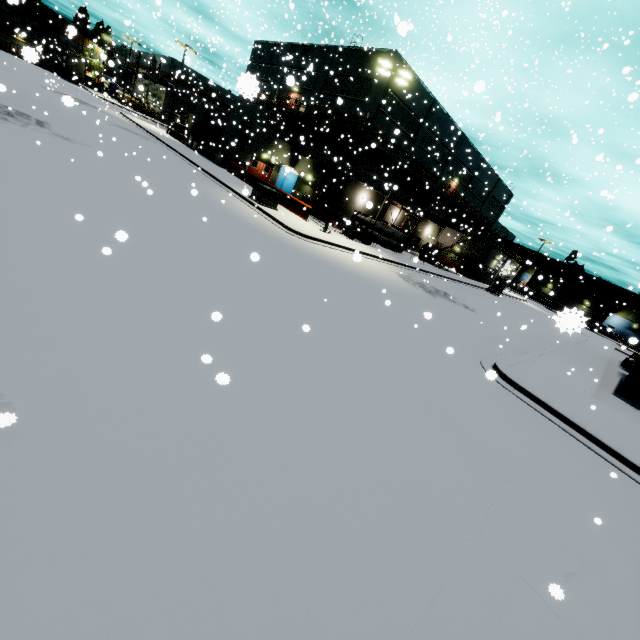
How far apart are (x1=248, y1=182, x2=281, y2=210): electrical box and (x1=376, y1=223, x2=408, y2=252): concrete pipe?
13.7m

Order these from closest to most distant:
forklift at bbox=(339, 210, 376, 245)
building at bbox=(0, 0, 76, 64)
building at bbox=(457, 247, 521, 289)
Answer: building at bbox=(0, 0, 76, 64)
forklift at bbox=(339, 210, 376, 245)
building at bbox=(457, 247, 521, 289)

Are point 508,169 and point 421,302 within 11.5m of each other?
no

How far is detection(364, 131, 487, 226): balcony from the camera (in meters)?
28.02

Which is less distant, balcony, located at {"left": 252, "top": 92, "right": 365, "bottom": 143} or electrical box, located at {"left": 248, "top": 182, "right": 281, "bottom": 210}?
electrical box, located at {"left": 248, "top": 182, "right": 281, "bottom": 210}

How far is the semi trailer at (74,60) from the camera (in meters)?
51.81

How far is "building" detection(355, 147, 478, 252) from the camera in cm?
3243

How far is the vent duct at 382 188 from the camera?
30.8 meters
